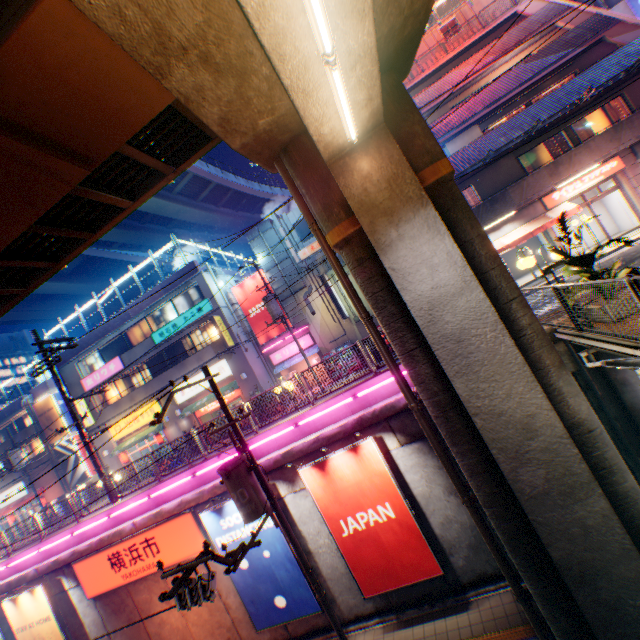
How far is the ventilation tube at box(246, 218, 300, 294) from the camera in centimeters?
2347cm

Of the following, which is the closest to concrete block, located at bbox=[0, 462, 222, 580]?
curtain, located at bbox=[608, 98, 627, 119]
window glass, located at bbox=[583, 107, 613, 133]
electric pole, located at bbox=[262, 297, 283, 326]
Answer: electric pole, located at bbox=[262, 297, 283, 326]

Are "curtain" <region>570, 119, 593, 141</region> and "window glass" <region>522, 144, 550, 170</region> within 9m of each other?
yes

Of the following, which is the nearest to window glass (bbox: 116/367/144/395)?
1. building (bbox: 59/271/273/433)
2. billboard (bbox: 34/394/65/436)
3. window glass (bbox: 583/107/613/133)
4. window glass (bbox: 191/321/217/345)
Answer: building (bbox: 59/271/273/433)

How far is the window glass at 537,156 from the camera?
18.75m

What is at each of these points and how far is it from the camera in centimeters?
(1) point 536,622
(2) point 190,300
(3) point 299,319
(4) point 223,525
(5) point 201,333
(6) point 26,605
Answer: (1) pipe, 754cm
(2) window glass, 2477cm
(3) ventilation tube, 2347cm
(4) billboard, 1101cm
(5) window glass, 2469cm
(6) billboard, 1358cm

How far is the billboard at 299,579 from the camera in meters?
10.4

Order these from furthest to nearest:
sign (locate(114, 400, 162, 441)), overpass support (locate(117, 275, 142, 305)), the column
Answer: overpass support (locate(117, 275, 142, 305))
sign (locate(114, 400, 162, 441))
the column
